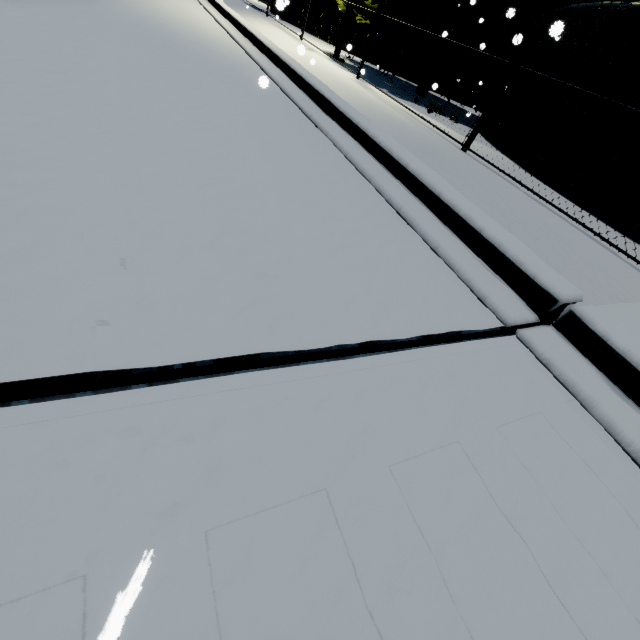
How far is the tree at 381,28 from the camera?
9.8m

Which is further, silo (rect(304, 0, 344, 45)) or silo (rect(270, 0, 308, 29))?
silo (rect(304, 0, 344, 45))

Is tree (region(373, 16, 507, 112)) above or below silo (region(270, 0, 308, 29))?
above

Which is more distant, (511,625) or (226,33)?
(226,33)

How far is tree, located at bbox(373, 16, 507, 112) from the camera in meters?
9.8

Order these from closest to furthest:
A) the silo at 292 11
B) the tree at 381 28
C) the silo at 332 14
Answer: the silo at 292 11 < the tree at 381 28 < the silo at 332 14

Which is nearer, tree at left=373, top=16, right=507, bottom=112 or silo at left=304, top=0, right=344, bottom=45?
tree at left=373, top=16, right=507, bottom=112
